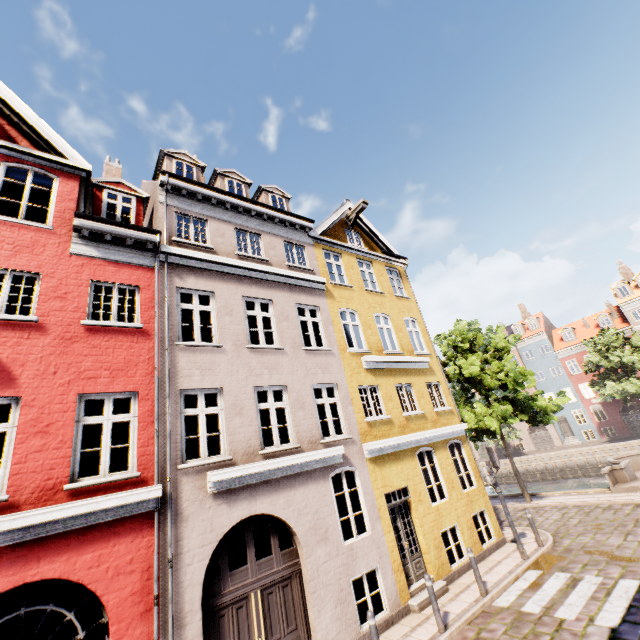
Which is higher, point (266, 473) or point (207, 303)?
point (207, 303)

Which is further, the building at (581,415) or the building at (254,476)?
the building at (581,415)

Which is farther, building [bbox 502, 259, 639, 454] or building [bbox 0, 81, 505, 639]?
building [bbox 502, 259, 639, 454]
